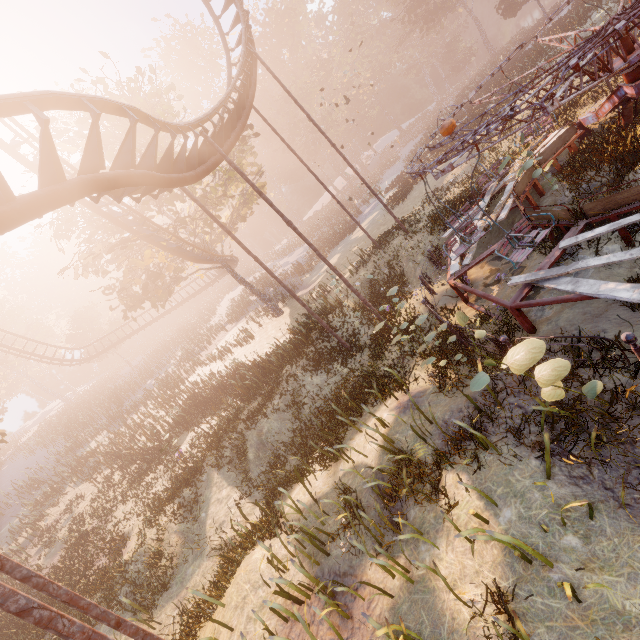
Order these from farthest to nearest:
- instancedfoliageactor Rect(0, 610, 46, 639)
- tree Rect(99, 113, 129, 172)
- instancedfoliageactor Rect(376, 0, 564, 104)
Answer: instancedfoliageactor Rect(376, 0, 564, 104) < tree Rect(99, 113, 129, 172) < instancedfoliageactor Rect(0, 610, 46, 639)

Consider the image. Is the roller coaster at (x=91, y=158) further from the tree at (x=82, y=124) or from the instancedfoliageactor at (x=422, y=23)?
the instancedfoliageactor at (x=422, y=23)

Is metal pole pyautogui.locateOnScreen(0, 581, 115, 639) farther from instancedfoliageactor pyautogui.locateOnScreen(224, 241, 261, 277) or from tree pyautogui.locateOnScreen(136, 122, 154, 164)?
instancedfoliageactor pyautogui.locateOnScreen(224, 241, 261, 277)

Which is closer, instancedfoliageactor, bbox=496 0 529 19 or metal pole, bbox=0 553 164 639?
metal pole, bbox=0 553 164 639

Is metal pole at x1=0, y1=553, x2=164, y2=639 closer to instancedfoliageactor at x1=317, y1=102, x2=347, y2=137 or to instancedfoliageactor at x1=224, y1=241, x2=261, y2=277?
instancedfoliageactor at x1=224, y1=241, x2=261, y2=277

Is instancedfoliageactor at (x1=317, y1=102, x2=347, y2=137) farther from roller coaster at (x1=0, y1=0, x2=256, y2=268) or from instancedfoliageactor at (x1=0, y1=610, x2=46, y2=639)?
instancedfoliageactor at (x1=0, y1=610, x2=46, y2=639)

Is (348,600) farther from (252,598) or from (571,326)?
(571,326)

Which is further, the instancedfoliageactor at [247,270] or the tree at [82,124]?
the instancedfoliageactor at [247,270]
